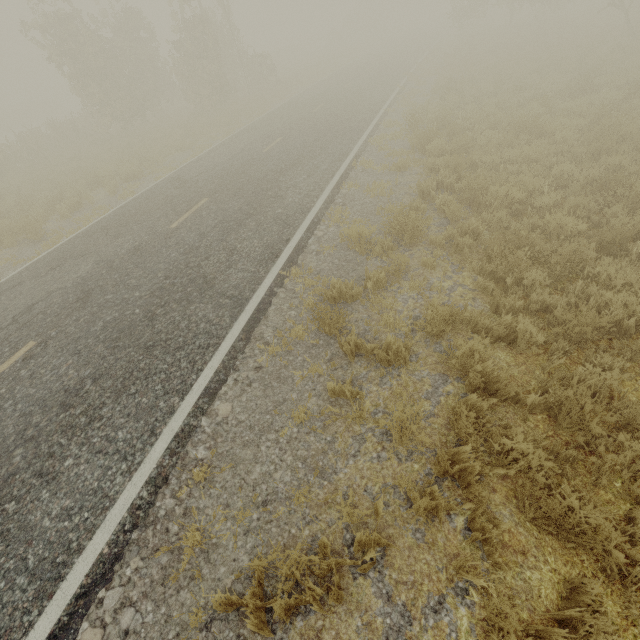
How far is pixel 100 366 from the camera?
5.0m
